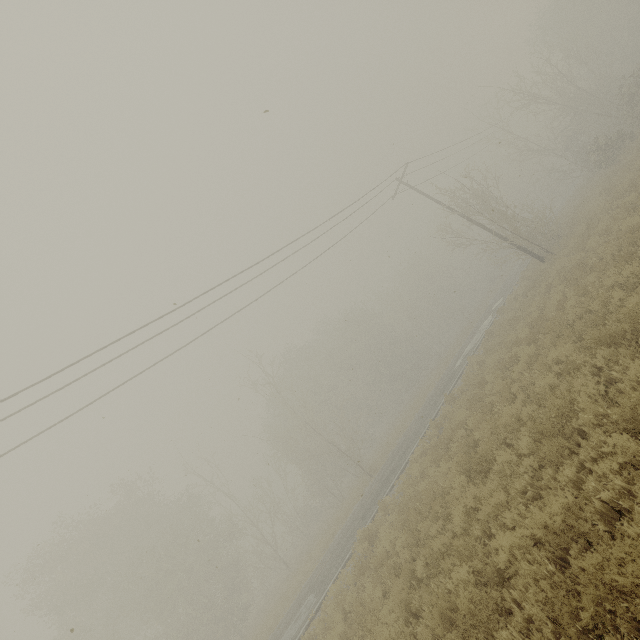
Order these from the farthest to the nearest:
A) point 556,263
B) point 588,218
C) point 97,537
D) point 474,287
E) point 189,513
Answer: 1. point 474,287
2. point 189,513
3. point 97,537
4. point 588,218
5. point 556,263
